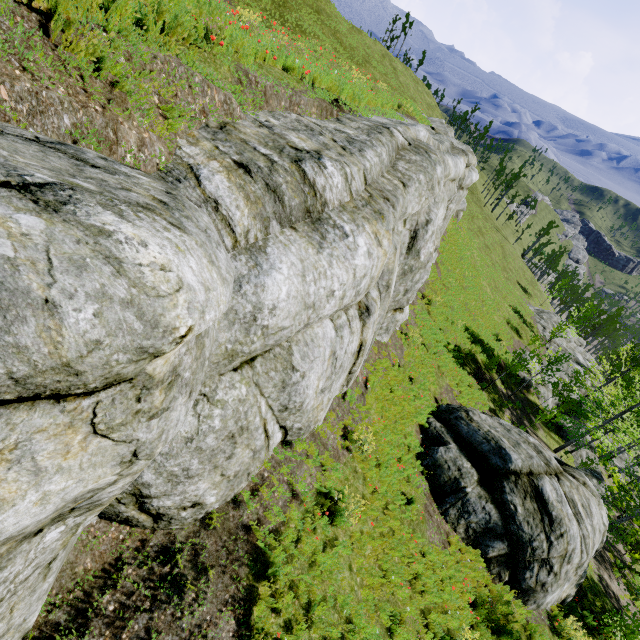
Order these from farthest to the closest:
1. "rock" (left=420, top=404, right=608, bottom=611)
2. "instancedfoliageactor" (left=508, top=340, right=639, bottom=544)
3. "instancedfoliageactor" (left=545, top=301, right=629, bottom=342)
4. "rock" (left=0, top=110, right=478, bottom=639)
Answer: "instancedfoliageactor" (left=545, top=301, right=629, bottom=342) → "instancedfoliageactor" (left=508, top=340, right=639, bottom=544) → "rock" (left=420, top=404, right=608, bottom=611) → "rock" (left=0, top=110, right=478, bottom=639)

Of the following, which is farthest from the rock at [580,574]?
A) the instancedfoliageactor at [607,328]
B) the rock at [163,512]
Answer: the instancedfoliageactor at [607,328]

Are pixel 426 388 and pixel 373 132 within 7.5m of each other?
no

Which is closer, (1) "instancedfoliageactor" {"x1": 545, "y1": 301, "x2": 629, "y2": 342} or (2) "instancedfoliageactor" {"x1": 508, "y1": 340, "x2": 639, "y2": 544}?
(2) "instancedfoliageactor" {"x1": 508, "y1": 340, "x2": 639, "y2": 544}

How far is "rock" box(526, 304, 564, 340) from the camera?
38.75m

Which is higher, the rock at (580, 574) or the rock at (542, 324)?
the rock at (580, 574)

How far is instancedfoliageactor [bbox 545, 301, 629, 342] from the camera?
31.5 meters

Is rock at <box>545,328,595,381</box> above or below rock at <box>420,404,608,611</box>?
below
